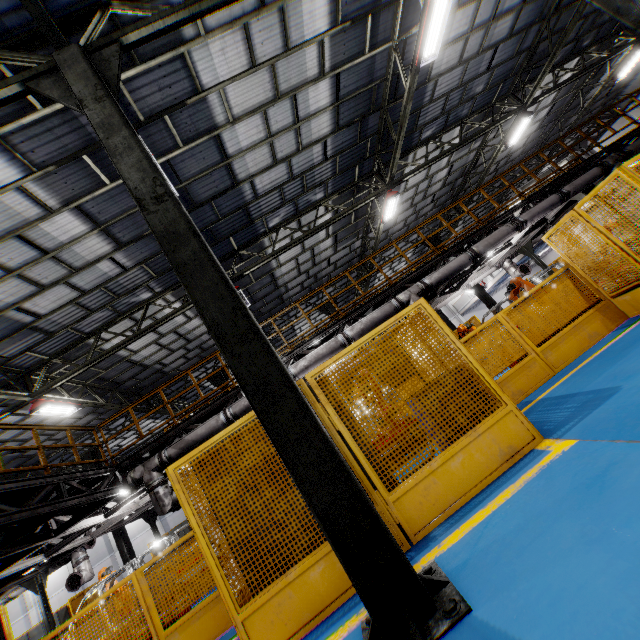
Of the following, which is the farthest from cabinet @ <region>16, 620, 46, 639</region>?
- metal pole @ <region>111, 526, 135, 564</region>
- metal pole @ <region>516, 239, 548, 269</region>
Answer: metal pole @ <region>516, 239, 548, 269</region>

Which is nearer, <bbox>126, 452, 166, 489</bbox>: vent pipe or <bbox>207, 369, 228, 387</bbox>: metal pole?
<bbox>126, 452, 166, 489</bbox>: vent pipe

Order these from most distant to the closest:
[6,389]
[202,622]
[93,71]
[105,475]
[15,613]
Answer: [15,613] → [6,389] → [105,475] → [202,622] → [93,71]

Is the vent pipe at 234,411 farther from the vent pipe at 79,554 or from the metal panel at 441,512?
the vent pipe at 79,554

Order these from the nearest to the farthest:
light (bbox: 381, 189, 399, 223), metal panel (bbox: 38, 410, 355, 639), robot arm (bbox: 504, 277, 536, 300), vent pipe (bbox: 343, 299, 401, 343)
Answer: metal panel (bbox: 38, 410, 355, 639) → vent pipe (bbox: 343, 299, 401, 343) → robot arm (bbox: 504, 277, 536, 300) → light (bbox: 381, 189, 399, 223)

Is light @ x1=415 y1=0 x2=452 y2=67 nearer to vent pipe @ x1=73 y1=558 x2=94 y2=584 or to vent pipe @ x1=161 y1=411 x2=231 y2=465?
vent pipe @ x1=161 y1=411 x2=231 y2=465

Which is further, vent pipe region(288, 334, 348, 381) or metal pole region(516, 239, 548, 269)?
metal pole region(516, 239, 548, 269)

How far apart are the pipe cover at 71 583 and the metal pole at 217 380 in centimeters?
778cm
